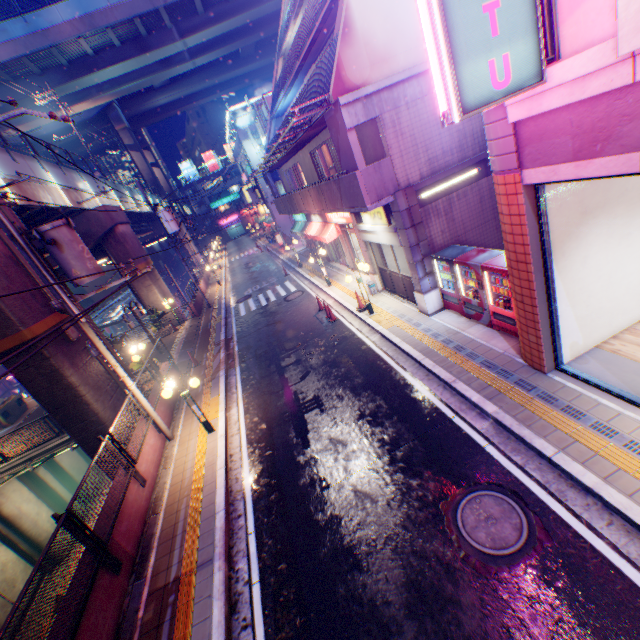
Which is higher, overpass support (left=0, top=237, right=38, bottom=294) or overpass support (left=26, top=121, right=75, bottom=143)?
overpass support (left=26, top=121, right=75, bottom=143)

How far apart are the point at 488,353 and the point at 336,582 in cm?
637

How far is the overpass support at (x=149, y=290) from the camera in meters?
22.8

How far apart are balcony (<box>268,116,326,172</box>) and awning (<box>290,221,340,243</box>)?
3.91m

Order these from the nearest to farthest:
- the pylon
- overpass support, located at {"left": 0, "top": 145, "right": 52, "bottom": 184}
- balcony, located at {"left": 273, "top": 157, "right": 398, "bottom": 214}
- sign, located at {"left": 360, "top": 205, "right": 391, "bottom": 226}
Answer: the pylon
balcony, located at {"left": 273, "top": 157, "right": 398, "bottom": 214}
sign, located at {"left": 360, "top": 205, "right": 391, "bottom": 226}
overpass support, located at {"left": 0, "top": 145, "right": 52, "bottom": 184}

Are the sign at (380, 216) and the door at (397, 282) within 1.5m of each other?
yes

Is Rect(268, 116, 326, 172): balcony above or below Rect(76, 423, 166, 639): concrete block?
above

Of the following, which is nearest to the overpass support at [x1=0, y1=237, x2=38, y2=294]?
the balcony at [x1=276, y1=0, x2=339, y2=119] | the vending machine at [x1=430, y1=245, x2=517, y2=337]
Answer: the vending machine at [x1=430, y1=245, x2=517, y2=337]
